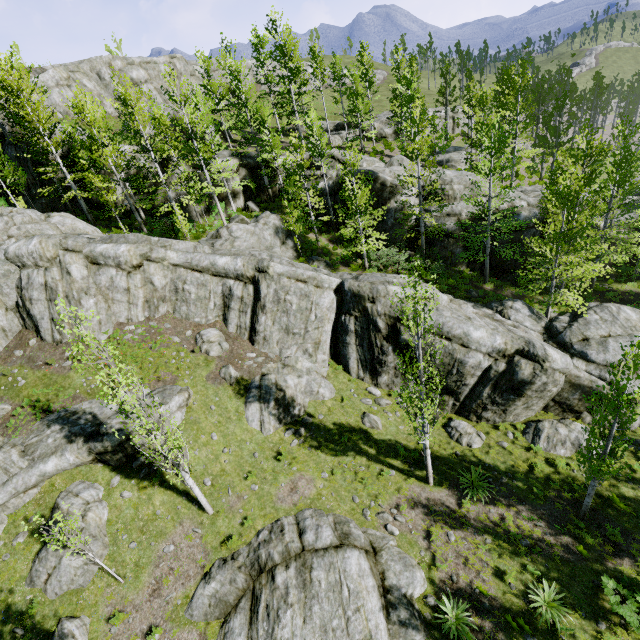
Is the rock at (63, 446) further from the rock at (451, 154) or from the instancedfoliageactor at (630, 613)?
the rock at (451, 154)

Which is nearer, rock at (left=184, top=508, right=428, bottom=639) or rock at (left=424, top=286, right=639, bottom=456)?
rock at (left=184, top=508, right=428, bottom=639)

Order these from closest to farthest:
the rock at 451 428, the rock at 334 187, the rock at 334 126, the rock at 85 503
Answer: the rock at 85 503 < the rock at 451 428 < the rock at 334 187 < the rock at 334 126

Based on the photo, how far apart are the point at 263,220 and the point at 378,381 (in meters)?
14.47

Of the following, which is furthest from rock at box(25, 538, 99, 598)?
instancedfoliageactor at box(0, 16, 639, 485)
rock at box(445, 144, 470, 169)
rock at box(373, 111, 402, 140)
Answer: rock at box(373, 111, 402, 140)

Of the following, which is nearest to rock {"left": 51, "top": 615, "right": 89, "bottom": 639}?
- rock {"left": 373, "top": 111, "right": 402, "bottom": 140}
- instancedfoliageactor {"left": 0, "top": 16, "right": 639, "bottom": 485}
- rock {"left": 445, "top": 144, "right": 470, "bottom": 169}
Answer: instancedfoliageactor {"left": 0, "top": 16, "right": 639, "bottom": 485}

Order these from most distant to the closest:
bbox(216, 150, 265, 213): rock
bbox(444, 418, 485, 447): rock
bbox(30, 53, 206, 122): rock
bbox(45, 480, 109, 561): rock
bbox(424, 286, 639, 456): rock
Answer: bbox(30, 53, 206, 122): rock < bbox(216, 150, 265, 213): rock < bbox(444, 418, 485, 447): rock < bbox(424, 286, 639, 456): rock < bbox(45, 480, 109, 561): rock

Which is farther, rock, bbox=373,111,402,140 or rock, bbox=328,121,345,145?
rock, bbox=373,111,402,140
